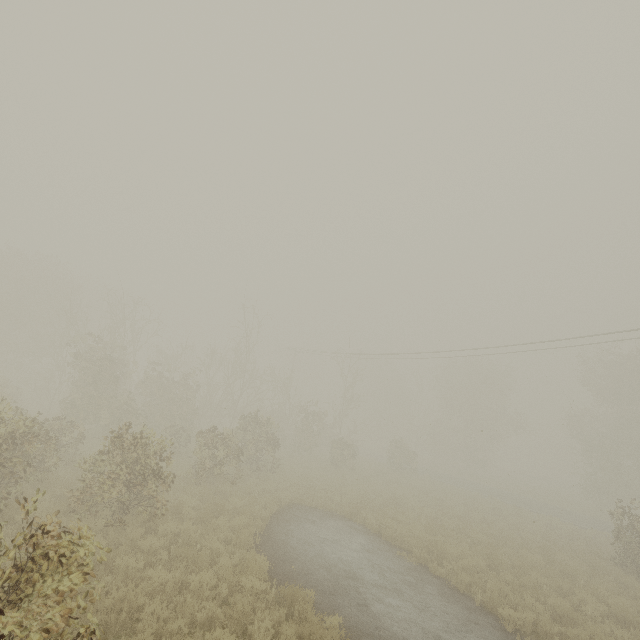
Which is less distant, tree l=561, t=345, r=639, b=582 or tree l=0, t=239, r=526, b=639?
tree l=0, t=239, r=526, b=639

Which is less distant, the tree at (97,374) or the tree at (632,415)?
the tree at (97,374)

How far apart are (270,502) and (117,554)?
7.22m
